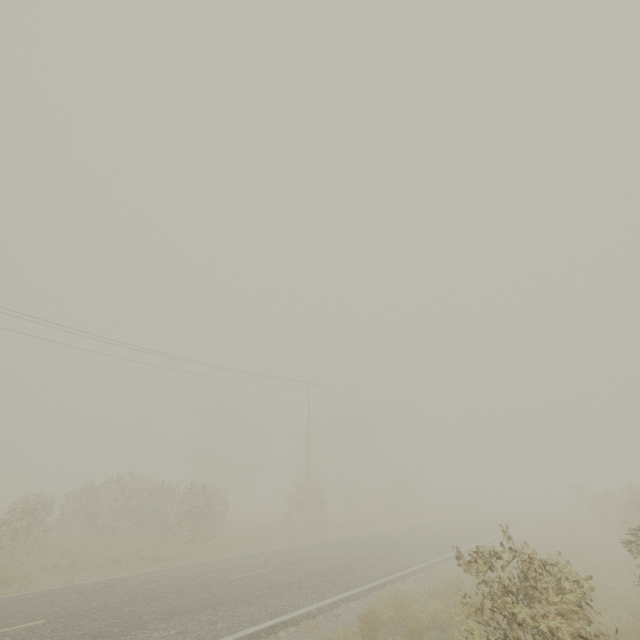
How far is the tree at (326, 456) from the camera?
26.66m

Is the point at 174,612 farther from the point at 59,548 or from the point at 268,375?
Result: the point at 268,375

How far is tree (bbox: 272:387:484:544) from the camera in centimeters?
2666cm
